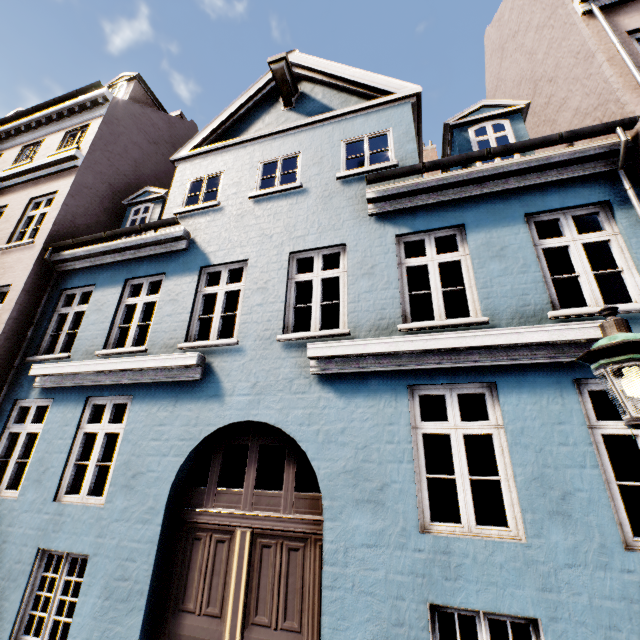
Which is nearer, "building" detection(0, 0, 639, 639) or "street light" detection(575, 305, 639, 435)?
"street light" detection(575, 305, 639, 435)

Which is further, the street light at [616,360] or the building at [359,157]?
the building at [359,157]

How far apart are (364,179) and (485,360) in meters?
4.2
